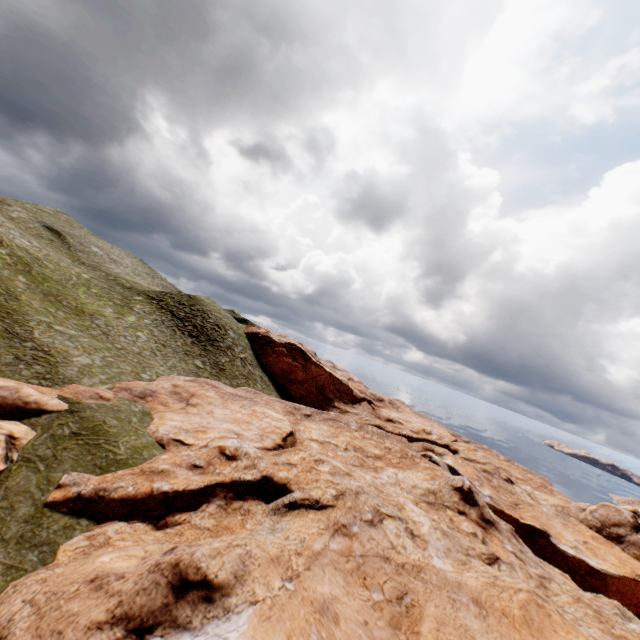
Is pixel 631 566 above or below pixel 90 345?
below
